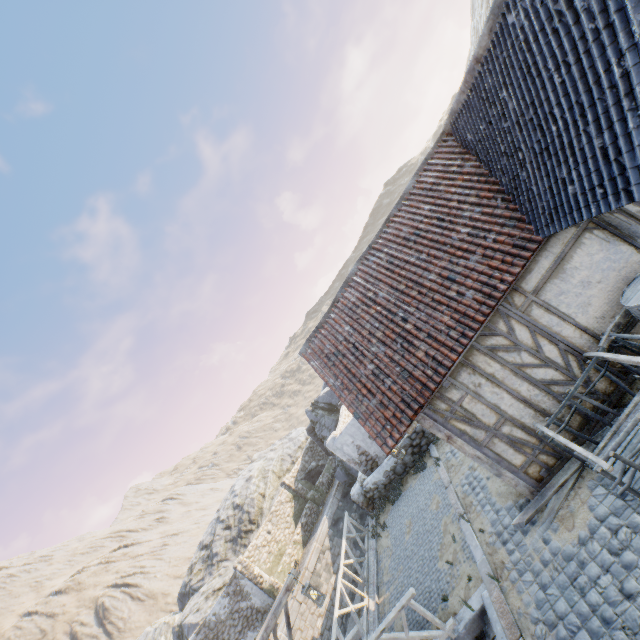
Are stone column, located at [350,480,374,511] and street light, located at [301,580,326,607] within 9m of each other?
yes

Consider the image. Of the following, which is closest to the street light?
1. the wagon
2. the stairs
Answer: the stairs

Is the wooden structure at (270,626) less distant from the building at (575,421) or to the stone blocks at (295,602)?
the stone blocks at (295,602)

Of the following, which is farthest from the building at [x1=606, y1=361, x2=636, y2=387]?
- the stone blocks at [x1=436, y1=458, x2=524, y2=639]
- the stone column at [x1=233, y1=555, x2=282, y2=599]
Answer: the stone column at [x1=233, y1=555, x2=282, y2=599]

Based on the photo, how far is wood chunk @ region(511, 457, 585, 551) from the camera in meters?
6.0 m

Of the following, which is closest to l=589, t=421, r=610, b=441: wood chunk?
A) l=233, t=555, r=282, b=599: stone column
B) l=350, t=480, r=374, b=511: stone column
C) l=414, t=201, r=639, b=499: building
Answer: l=414, t=201, r=639, b=499: building

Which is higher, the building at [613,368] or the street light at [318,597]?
the street light at [318,597]

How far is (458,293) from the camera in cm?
702
